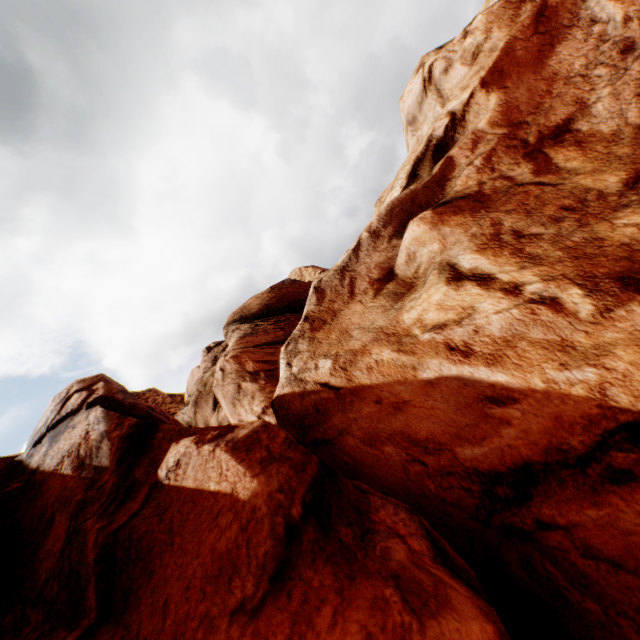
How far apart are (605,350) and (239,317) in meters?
13.2
